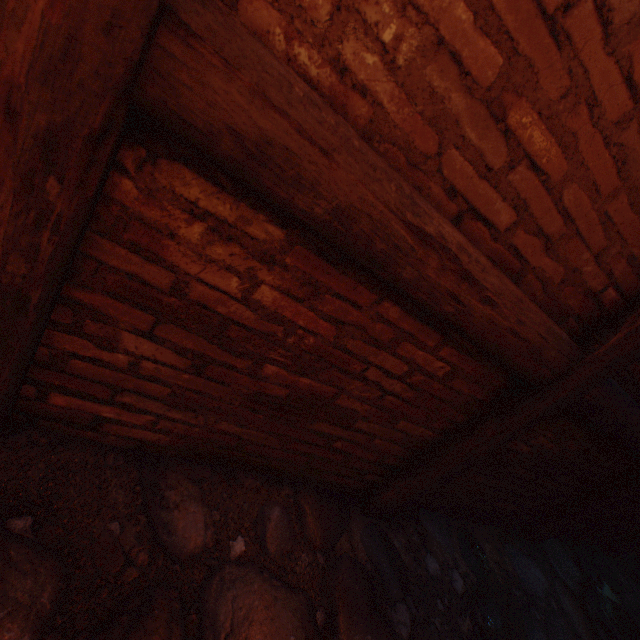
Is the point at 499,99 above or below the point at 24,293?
above
